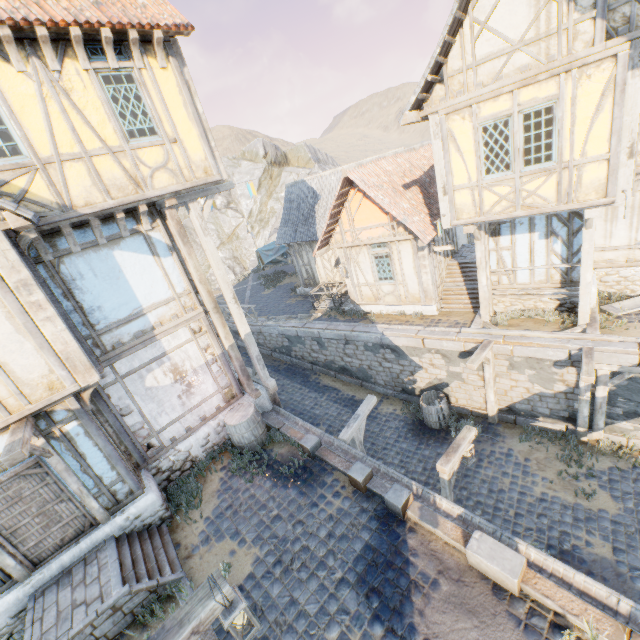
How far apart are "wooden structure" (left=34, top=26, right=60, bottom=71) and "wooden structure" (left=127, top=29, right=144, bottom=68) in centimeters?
138cm

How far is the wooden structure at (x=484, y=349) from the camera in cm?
984

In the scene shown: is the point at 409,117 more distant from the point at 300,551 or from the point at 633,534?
the point at 633,534

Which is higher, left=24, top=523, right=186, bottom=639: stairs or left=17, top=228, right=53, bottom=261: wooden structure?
left=17, top=228, right=53, bottom=261: wooden structure

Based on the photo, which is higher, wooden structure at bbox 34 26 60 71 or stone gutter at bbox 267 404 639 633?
wooden structure at bbox 34 26 60 71

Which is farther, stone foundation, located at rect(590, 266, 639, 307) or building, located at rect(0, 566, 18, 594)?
stone foundation, located at rect(590, 266, 639, 307)

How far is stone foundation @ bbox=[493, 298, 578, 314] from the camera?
10.58m

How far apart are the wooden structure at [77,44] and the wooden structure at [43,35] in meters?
0.4 m
